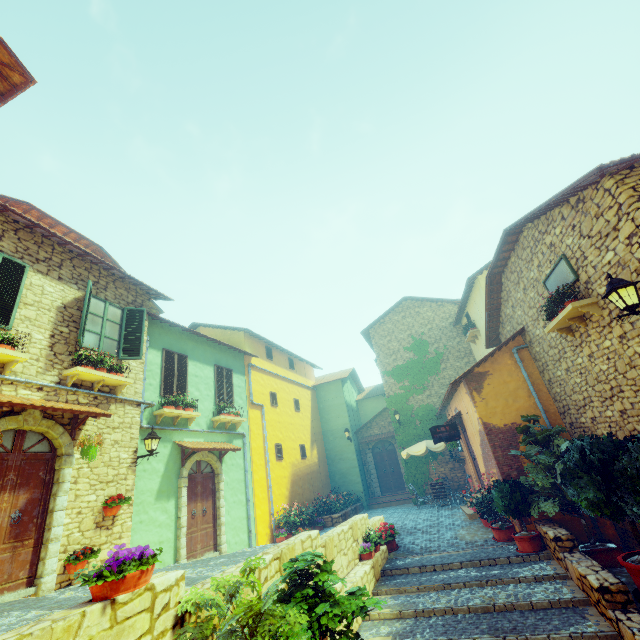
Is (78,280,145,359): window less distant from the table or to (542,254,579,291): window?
(542,254,579,291): window

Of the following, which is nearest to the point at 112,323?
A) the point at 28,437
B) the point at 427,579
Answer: the point at 28,437

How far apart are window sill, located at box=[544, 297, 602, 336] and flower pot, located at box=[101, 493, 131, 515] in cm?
1081

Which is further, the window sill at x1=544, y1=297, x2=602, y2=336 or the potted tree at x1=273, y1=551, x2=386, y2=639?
the window sill at x1=544, y1=297, x2=602, y2=336

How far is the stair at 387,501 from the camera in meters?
17.7

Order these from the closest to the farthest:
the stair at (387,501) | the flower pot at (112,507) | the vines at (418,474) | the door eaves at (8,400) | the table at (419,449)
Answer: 1. the door eaves at (8,400)
2. the flower pot at (112,507)
3. the table at (419,449)
4. the vines at (418,474)
5. the stair at (387,501)

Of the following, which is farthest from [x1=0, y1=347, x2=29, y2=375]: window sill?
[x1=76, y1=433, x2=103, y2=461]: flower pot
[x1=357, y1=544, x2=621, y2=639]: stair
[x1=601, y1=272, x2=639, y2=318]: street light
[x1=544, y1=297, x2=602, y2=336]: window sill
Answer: [x1=544, y1=297, x2=602, y2=336]: window sill

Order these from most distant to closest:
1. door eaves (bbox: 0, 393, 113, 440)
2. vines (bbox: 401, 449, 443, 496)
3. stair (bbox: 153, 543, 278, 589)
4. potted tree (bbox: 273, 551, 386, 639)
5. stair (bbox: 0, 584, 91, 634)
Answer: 1. vines (bbox: 401, 449, 443, 496)
2. door eaves (bbox: 0, 393, 113, 440)
3. stair (bbox: 153, 543, 278, 589)
4. potted tree (bbox: 273, 551, 386, 639)
5. stair (bbox: 0, 584, 91, 634)
